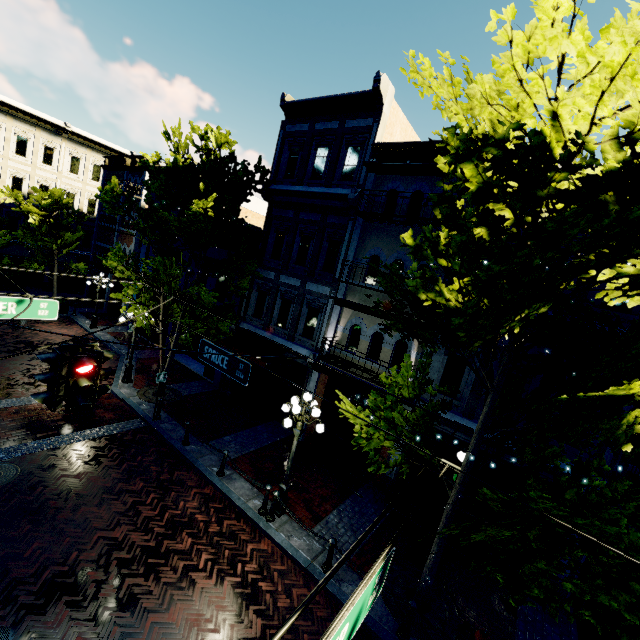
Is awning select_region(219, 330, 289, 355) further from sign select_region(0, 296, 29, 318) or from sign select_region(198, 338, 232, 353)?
sign select_region(0, 296, 29, 318)

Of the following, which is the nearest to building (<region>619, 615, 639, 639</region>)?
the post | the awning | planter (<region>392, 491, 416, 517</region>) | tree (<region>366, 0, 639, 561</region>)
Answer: tree (<region>366, 0, 639, 561</region>)

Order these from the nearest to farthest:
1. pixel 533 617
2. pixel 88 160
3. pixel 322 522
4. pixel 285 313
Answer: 1. pixel 533 617
2. pixel 322 522
3. pixel 285 313
4. pixel 88 160

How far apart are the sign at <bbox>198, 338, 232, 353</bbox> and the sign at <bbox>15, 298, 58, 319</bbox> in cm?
346

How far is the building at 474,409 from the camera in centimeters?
989cm

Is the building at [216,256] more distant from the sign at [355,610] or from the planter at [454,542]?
the sign at [355,610]

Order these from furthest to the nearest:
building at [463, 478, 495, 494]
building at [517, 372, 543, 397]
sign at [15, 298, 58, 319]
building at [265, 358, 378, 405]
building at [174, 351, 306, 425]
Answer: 1. building at [174, 351, 306, 425]
2. building at [265, 358, 378, 405]
3. building at [463, 478, 495, 494]
4. building at [517, 372, 543, 397]
5. sign at [15, 298, 58, 319]

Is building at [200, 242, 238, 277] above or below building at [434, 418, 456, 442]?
above
